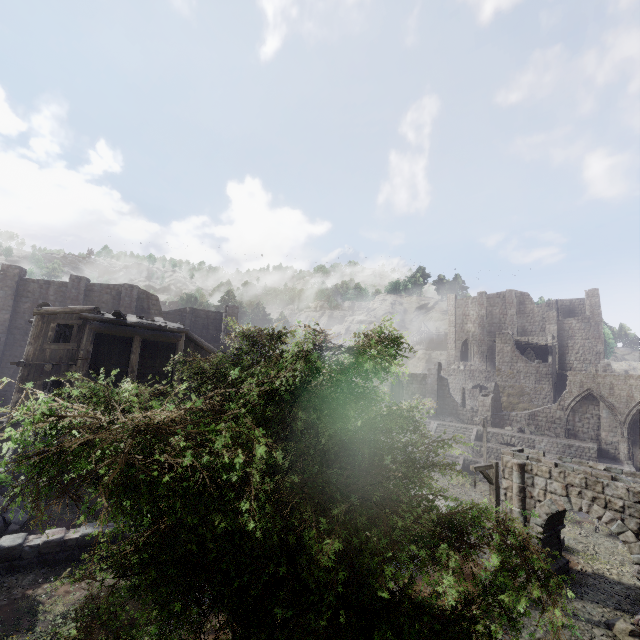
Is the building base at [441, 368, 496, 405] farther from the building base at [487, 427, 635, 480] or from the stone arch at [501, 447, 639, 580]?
the stone arch at [501, 447, 639, 580]

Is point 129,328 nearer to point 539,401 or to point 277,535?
point 277,535

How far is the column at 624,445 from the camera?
25.55m

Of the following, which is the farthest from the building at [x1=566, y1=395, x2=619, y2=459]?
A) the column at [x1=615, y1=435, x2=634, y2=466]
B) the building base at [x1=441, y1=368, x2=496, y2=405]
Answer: the building base at [x1=441, y1=368, x2=496, y2=405]

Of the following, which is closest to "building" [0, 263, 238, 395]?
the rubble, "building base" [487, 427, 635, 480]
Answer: the rubble

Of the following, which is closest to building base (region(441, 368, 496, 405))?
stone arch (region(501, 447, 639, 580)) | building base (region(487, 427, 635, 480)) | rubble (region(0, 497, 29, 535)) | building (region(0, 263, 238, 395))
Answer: building (region(0, 263, 238, 395))

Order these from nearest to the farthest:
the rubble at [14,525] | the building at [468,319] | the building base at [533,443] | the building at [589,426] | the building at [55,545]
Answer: the building at [55,545] → the rubble at [14,525] → the building base at [533,443] → the building at [589,426] → the building at [468,319]

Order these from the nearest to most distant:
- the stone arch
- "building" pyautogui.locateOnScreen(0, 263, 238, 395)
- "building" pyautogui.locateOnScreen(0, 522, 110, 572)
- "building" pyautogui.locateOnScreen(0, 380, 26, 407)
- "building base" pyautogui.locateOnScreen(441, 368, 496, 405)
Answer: "building" pyautogui.locateOnScreen(0, 522, 110, 572) < the stone arch < "building" pyautogui.locateOnScreen(0, 380, 26, 407) < "building" pyautogui.locateOnScreen(0, 263, 238, 395) < "building base" pyautogui.locateOnScreen(441, 368, 496, 405)
